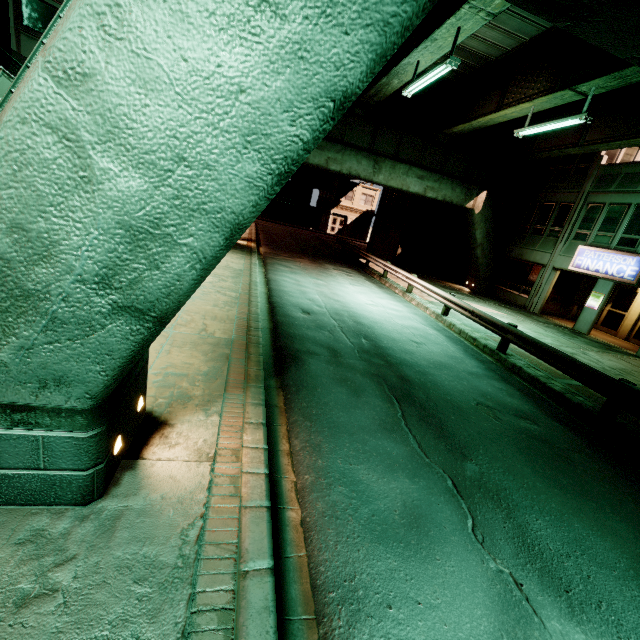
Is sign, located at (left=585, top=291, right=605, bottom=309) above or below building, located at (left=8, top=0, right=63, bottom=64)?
below

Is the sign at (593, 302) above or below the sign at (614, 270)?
below

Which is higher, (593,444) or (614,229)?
(614,229)

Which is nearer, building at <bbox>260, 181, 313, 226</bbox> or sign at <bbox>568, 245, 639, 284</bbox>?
sign at <bbox>568, 245, 639, 284</bbox>

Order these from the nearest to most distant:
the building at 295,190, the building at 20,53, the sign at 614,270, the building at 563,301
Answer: the building at 20,53 → the sign at 614,270 → the building at 563,301 → the building at 295,190

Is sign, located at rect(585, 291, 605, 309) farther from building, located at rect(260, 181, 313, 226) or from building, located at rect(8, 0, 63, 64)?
building, located at rect(260, 181, 313, 226)

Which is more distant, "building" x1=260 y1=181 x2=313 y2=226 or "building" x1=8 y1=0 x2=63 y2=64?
"building" x1=260 y1=181 x2=313 y2=226

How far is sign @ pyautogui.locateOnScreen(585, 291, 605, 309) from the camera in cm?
1719
